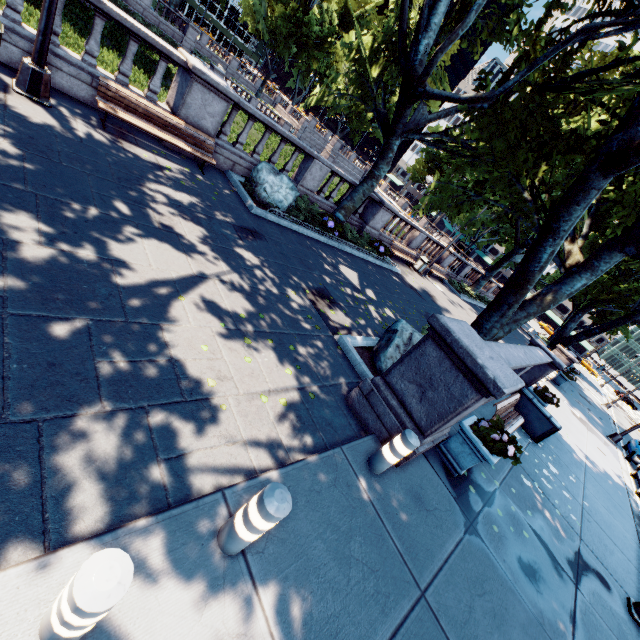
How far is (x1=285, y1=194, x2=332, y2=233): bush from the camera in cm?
1146

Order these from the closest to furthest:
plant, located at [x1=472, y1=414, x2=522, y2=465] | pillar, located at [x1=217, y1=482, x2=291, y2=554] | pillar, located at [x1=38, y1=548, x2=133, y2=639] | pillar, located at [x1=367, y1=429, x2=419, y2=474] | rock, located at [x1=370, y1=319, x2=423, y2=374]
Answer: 1. pillar, located at [x1=38, y1=548, x2=133, y2=639]
2. pillar, located at [x1=217, y1=482, x2=291, y2=554]
3. pillar, located at [x1=367, y1=429, x2=419, y2=474]
4. plant, located at [x1=472, y1=414, x2=522, y2=465]
5. rock, located at [x1=370, y1=319, x2=423, y2=374]

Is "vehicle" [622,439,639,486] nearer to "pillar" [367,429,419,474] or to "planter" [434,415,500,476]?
"planter" [434,415,500,476]

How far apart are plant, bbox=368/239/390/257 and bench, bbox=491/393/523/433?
8.3 meters

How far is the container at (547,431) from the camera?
10.11m

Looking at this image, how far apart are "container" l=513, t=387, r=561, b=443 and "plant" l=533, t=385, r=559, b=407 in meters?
0.7 m

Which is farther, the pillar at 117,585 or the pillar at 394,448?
the pillar at 394,448

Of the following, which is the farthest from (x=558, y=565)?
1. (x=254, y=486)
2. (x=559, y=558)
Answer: (x=254, y=486)
